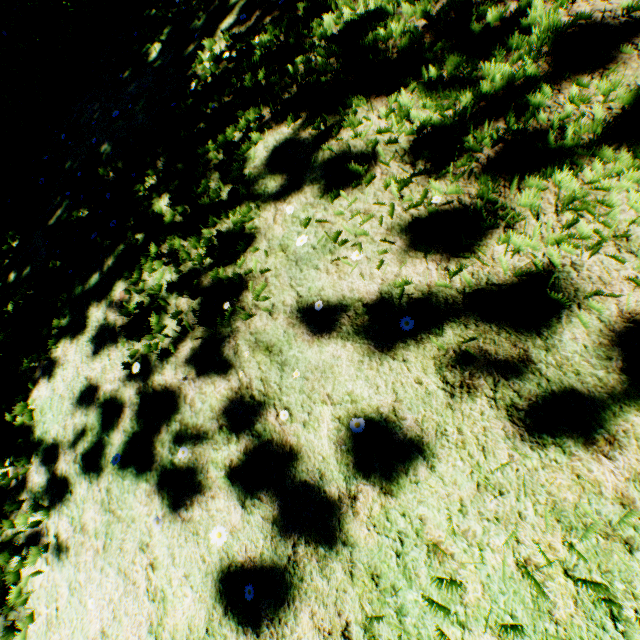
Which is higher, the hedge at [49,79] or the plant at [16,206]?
the hedge at [49,79]

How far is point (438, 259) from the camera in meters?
1.8 m

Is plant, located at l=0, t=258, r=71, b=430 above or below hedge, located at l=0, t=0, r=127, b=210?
below

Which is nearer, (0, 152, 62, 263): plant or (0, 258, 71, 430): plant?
(0, 258, 71, 430): plant

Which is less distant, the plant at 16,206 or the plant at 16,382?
the plant at 16,382

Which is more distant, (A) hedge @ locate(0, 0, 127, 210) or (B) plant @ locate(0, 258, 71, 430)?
(A) hedge @ locate(0, 0, 127, 210)
